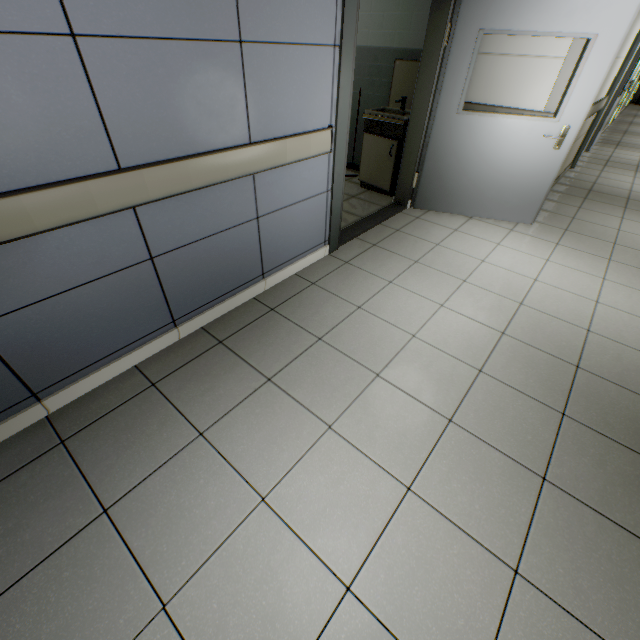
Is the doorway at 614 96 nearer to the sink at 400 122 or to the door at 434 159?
the door at 434 159

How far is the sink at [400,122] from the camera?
4.0m

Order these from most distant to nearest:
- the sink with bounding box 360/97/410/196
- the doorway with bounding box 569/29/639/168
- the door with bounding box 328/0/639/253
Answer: the doorway with bounding box 569/29/639/168
the sink with bounding box 360/97/410/196
the door with bounding box 328/0/639/253

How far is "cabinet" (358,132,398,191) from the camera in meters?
→ 4.1 m

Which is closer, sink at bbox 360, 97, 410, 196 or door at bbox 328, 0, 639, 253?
door at bbox 328, 0, 639, 253

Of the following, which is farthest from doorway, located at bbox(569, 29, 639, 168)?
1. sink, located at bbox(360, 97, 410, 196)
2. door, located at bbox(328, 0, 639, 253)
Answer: sink, located at bbox(360, 97, 410, 196)

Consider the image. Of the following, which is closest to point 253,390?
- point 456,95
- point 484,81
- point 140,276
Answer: point 140,276

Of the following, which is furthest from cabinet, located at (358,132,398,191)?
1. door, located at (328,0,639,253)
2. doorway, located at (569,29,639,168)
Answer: doorway, located at (569,29,639,168)
